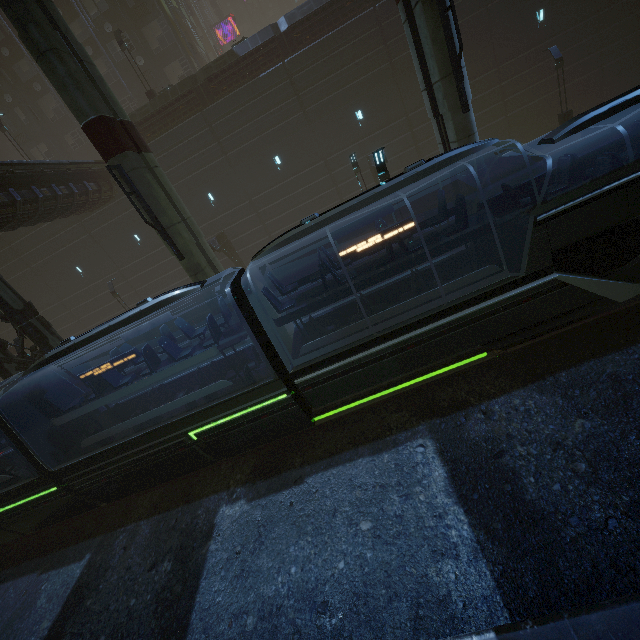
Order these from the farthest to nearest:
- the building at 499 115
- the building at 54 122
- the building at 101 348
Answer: the building at 54 122 < the building at 499 115 < the building at 101 348

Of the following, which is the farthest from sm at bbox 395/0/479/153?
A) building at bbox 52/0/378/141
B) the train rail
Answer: the train rail

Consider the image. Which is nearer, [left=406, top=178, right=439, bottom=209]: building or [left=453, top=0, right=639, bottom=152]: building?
[left=453, top=0, right=639, bottom=152]: building

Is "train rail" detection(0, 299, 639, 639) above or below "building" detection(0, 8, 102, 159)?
below

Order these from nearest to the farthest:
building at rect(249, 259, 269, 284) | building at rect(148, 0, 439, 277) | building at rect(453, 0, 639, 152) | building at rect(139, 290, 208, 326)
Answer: building at rect(453, 0, 639, 152) → building at rect(148, 0, 439, 277) → building at rect(249, 259, 269, 284) → building at rect(139, 290, 208, 326)

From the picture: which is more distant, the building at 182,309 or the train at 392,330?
the building at 182,309

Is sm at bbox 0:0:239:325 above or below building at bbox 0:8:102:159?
below

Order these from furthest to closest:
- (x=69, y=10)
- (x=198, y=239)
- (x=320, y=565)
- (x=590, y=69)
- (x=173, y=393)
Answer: (x=69, y=10)
(x=590, y=69)
(x=198, y=239)
(x=173, y=393)
(x=320, y=565)
